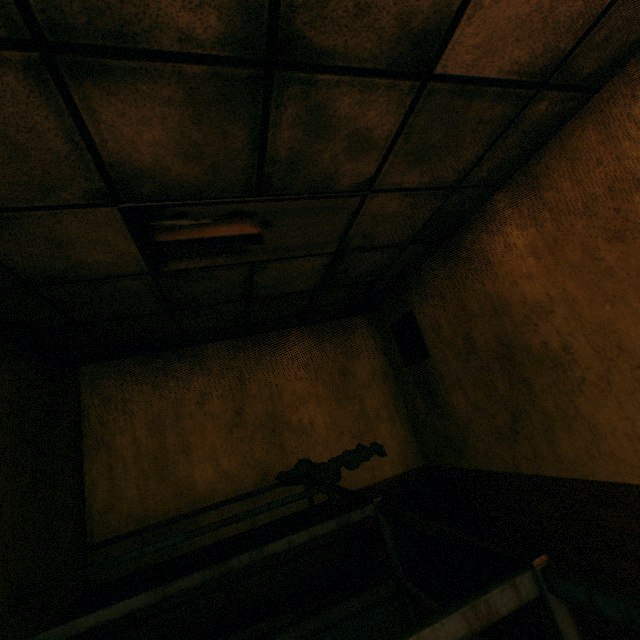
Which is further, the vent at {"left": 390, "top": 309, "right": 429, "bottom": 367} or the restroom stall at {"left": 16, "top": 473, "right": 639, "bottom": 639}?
the vent at {"left": 390, "top": 309, "right": 429, "bottom": 367}

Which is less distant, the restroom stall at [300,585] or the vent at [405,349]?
the restroom stall at [300,585]

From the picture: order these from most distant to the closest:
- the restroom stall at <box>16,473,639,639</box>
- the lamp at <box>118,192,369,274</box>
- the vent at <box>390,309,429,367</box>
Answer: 1. the vent at <box>390,309,429,367</box>
2. the lamp at <box>118,192,369,274</box>
3. the restroom stall at <box>16,473,639,639</box>

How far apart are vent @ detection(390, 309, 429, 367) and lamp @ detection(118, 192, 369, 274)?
1.43m

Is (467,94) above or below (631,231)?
above

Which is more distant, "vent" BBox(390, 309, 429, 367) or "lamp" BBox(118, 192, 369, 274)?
"vent" BBox(390, 309, 429, 367)

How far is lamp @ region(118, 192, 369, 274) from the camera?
1.7 meters

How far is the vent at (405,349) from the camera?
3.52m
